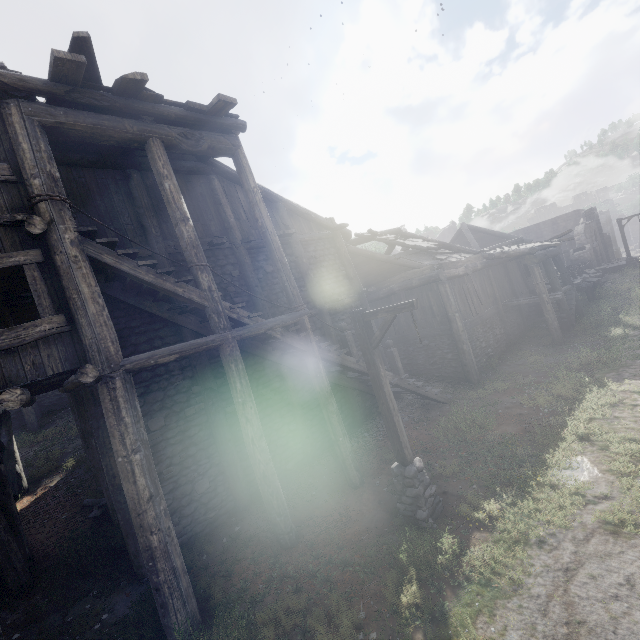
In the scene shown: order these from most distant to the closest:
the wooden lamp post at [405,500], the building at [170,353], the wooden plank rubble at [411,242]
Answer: the wooden plank rubble at [411,242]
the wooden lamp post at [405,500]
the building at [170,353]

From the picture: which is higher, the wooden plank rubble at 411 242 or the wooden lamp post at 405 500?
the wooden plank rubble at 411 242

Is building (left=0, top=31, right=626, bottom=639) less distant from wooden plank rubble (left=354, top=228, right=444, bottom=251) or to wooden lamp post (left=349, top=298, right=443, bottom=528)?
wooden plank rubble (left=354, top=228, right=444, bottom=251)

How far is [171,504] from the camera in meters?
7.9 m

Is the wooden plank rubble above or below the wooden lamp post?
above

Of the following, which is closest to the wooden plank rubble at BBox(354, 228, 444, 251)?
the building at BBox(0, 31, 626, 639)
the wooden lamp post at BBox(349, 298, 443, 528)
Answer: the building at BBox(0, 31, 626, 639)
